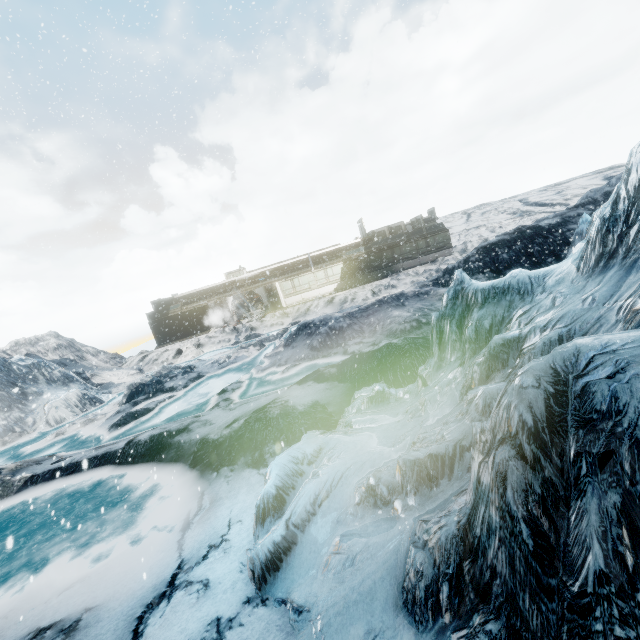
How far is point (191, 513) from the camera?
7.2m
